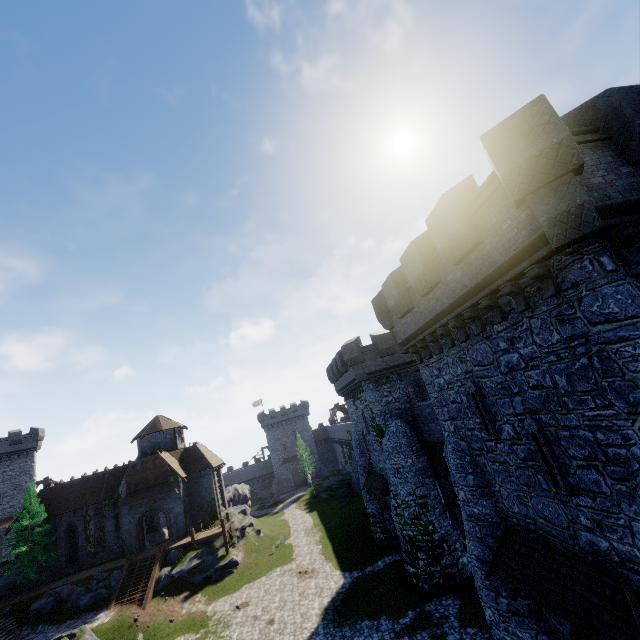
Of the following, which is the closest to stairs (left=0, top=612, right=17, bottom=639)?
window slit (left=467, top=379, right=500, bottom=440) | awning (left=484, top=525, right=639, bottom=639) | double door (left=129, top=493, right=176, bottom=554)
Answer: double door (left=129, top=493, right=176, bottom=554)

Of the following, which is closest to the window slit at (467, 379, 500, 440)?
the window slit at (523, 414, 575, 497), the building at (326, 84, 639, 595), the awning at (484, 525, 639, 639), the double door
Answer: the building at (326, 84, 639, 595)

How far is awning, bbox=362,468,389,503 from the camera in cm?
2480

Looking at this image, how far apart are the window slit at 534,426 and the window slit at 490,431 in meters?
1.3

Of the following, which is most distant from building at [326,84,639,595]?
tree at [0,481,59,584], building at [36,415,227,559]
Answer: tree at [0,481,59,584]

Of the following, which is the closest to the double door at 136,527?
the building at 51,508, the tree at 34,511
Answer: the building at 51,508

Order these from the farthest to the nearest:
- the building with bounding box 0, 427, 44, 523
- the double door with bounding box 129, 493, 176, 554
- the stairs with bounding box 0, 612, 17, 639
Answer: the building with bounding box 0, 427, 44, 523
the double door with bounding box 129, 493, 176, 554
the stairs with bounding box 0, 612, 17, 639

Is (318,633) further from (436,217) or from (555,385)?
(436,217)
